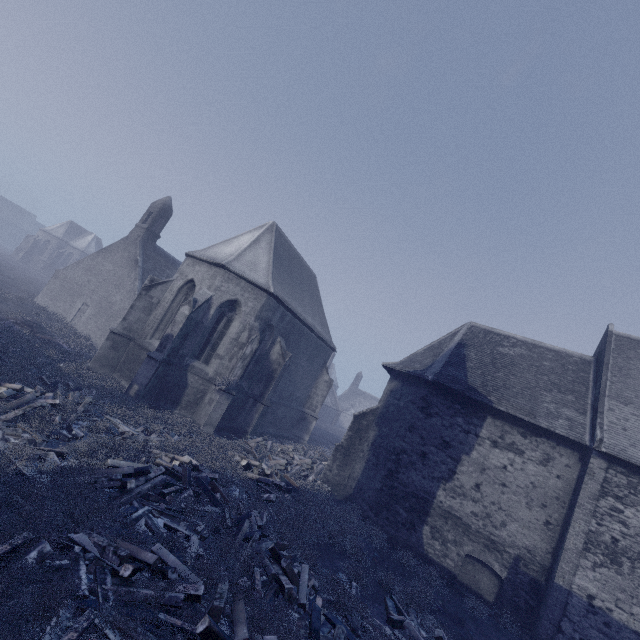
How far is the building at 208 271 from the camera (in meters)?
15.21

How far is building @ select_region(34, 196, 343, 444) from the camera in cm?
1521

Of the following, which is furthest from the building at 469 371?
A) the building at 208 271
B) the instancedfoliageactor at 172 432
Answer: the instancedfoliageactor at 172 432

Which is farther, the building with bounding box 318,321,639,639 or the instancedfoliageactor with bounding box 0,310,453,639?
the building with bounding box 318,321,639,639

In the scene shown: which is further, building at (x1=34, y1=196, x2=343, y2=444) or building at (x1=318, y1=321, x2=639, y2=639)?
building at (x1=34, y1=196, x2=343, y2=444)

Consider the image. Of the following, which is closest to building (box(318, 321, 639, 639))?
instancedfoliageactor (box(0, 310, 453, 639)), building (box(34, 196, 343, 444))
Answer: building (box(34, 196, 343, 444))

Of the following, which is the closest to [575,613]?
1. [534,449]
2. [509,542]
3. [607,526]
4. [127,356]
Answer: [509,542]

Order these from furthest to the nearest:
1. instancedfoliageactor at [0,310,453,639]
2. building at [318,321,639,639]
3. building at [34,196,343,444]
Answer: building at [34,196,343,444] < building at [318,321,639,639] < instancedfoliageactor at [0,310,453,639]
